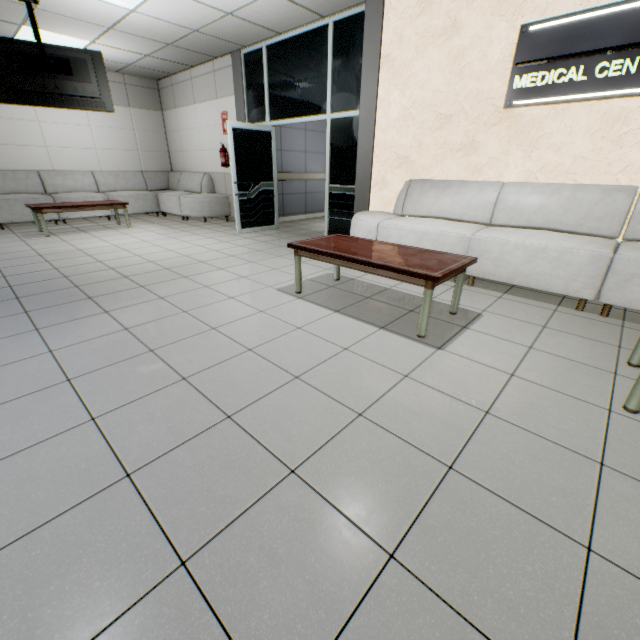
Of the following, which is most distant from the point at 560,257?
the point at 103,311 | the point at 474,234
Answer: the point at 103,311

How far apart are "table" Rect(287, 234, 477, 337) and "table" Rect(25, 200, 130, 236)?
5.4 meters

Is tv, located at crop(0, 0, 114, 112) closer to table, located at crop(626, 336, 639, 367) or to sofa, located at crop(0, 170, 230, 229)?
sofa, located at crop(0, 170, 230, 229)

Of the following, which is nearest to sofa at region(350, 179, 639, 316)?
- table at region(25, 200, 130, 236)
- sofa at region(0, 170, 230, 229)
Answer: sofa at region(0, 170, 230, 229)

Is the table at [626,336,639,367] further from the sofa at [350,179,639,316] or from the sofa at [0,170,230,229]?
the sofa at [0,170,230,229]

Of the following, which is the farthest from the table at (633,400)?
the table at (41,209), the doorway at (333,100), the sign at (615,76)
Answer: the table at (41,209)

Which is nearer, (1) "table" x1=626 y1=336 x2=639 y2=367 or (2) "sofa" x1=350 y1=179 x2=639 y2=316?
(1) "table" x1=626 y1=336 x2=639 y2=367

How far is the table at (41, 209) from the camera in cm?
591
